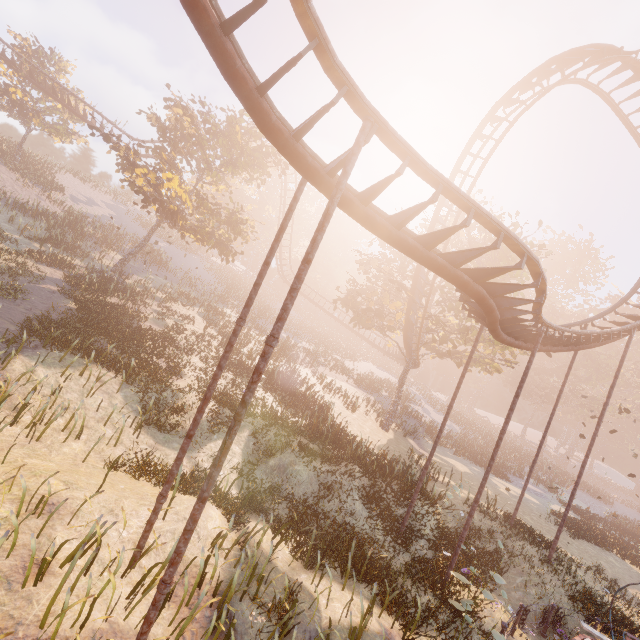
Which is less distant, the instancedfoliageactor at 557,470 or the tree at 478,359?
the tree at 478,359

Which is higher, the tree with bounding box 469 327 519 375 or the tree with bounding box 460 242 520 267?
the tree with bounding box 460 242 520 267

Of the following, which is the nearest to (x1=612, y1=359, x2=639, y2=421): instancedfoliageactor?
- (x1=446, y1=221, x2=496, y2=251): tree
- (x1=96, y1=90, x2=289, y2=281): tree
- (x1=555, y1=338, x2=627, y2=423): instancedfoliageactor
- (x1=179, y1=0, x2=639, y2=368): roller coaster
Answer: (x1=555, y1=338, x2=627, y2=423): instancedfoliageactor

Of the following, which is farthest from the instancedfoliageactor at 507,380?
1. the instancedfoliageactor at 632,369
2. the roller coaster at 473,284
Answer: the roller coaster at 473,284

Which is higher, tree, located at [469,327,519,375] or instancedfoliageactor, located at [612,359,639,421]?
instancedfoliageactor, located at [612,359,639,421]

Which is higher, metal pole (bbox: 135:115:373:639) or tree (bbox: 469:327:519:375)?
tree (bbox: 469:327:519:375)

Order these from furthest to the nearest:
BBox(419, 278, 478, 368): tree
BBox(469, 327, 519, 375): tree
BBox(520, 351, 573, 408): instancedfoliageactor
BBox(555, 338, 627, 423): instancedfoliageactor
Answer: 1. BBox(520, 351, 573, 408): instancedfoliageactor
2. BBox(555, 338, 627, 423): instancedfoliageactor
3. BBox(469, 327, 519, 375): tree
4. BBox(419, 278, 478, 368): tree

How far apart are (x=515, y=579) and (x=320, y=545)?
9.16m
